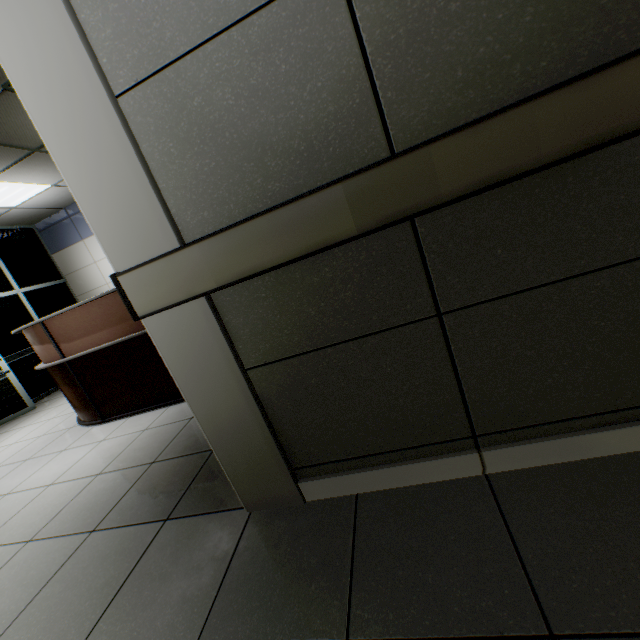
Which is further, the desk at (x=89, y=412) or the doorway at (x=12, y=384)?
the doorway at (x=12, y=384)

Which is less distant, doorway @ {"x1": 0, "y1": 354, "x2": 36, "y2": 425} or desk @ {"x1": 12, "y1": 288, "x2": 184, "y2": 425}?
desk @ {"x1": 12, "y1": 288, "x2": 184, "y2": 425}

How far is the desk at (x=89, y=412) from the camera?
2.9m

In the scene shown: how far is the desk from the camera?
2.9 meters

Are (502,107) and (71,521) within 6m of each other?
yes
